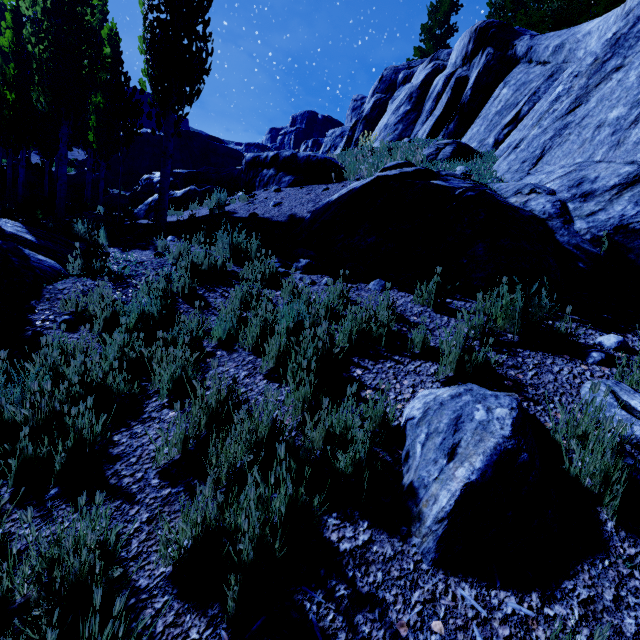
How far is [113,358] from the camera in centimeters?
293cm

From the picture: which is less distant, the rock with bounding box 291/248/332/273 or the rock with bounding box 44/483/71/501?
the rock with bounding box 44/483/71/501

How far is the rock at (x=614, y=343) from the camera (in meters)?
2.85

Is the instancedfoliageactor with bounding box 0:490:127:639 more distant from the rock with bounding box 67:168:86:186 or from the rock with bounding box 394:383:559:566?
the rock with bounding box 67:168:86:186

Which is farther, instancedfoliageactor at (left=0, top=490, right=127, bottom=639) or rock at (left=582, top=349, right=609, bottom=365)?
rock at (left=582, top=349, right=609, bottom=365)

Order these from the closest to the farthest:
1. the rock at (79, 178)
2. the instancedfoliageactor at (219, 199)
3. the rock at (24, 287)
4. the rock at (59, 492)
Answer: the rock at (59, 492) → the rock at (24, 287) → the instancedfoliageactor at (219, 199) → the rock at (79, 178)
